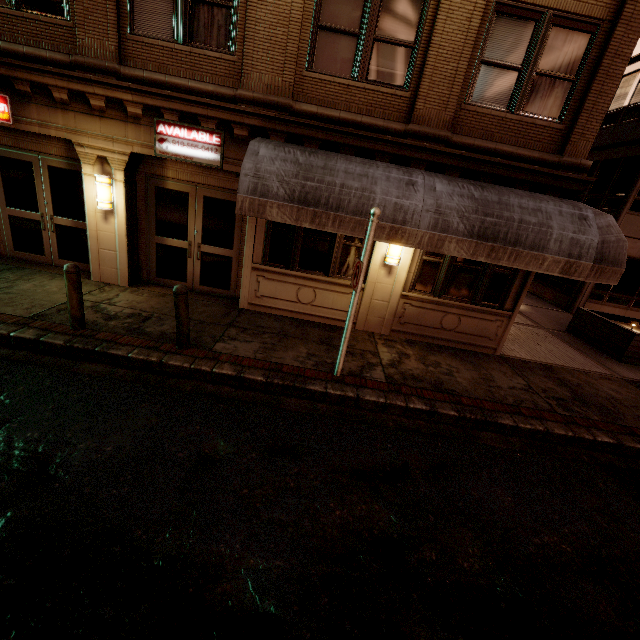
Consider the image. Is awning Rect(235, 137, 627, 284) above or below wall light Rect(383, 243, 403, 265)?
above

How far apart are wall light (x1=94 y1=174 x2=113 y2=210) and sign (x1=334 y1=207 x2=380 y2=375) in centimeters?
612cm

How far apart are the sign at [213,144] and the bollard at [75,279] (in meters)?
3.14

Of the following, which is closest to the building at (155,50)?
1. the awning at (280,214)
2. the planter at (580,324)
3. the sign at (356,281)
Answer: the awning at (280,214)

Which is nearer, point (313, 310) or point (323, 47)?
point (323, 47)

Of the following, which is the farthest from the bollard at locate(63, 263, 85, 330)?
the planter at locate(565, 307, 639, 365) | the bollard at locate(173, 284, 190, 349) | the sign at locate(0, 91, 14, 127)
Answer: the planter at locate(565, 307, 639, 365)

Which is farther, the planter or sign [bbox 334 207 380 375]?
the planter

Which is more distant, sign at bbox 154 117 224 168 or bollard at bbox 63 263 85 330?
sign at bbox 154 117 224 168
